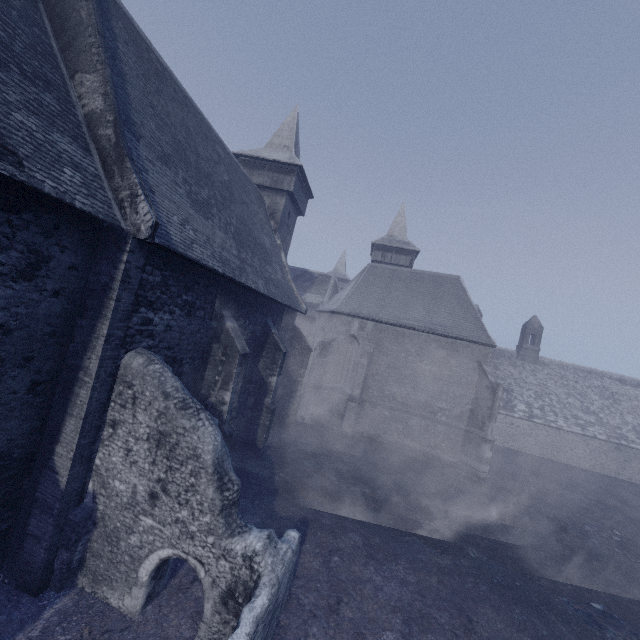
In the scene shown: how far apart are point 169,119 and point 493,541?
17.9 meters
